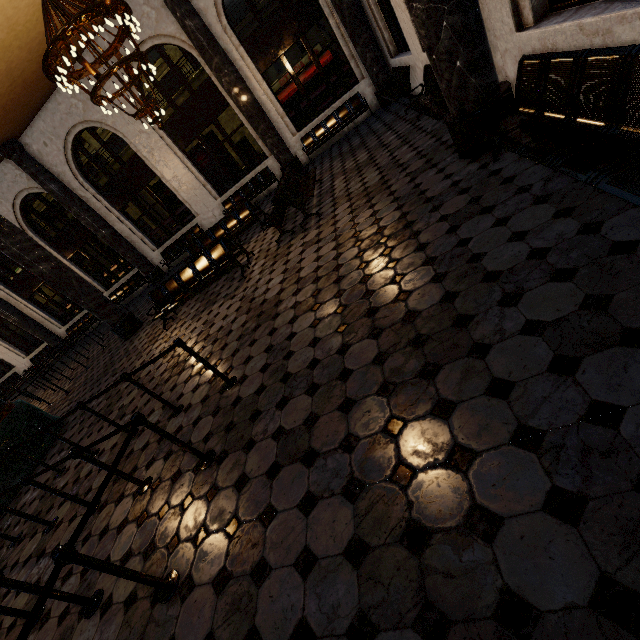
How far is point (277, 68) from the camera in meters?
22.2 m
